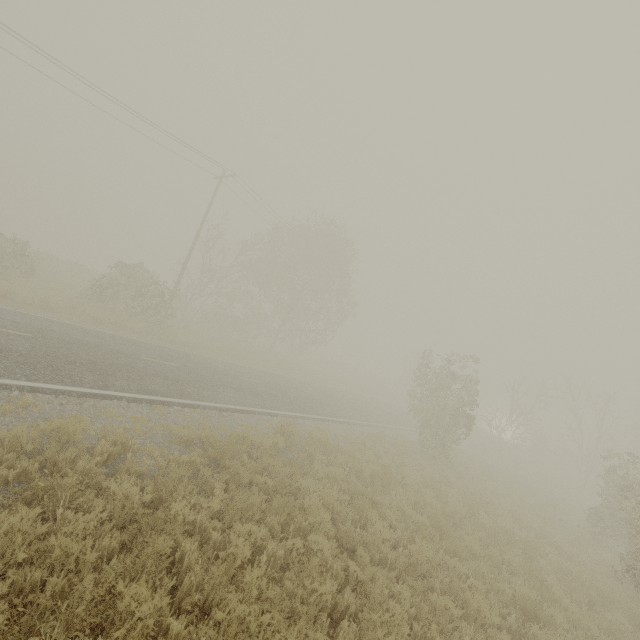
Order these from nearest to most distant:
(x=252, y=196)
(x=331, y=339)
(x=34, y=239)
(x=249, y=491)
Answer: (x=249, y=491)
(x=252, y=196)
(x=331, y=339)
(x=34, y=239)

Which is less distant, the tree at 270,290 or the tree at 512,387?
the tree at 512,387

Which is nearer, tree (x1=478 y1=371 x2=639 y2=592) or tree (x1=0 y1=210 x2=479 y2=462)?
tree (x1=478 y1=371 x2=639 y2=592)
